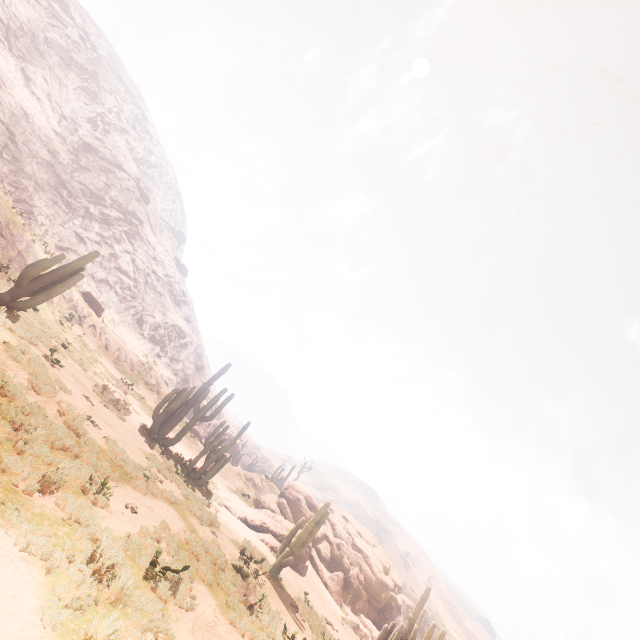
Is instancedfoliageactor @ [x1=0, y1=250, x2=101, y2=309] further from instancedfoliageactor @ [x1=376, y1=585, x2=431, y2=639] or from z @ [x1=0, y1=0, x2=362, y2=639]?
z @ [x1=0, y1=0, x2=362, y2=639]

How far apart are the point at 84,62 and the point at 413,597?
114.37m

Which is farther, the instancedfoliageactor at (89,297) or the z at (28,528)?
the instancedfoliageactor at (89,297)

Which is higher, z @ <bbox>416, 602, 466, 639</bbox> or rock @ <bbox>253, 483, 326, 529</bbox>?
z @ <bbox>416, 602, 466, 639</bbox>

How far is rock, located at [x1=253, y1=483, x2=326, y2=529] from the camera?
24.05m

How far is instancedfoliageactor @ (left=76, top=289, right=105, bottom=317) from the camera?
27.6 meters

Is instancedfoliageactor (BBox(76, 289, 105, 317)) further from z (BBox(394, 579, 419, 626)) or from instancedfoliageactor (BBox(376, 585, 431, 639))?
z (BBox(394, 579, 419, 626))

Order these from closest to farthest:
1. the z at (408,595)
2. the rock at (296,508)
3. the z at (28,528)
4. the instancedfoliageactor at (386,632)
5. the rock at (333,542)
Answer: the z at (28,528)
the instancedfoliageactor at (386,632)
the rock at (333,542)
the rock at (296,508)
the z at (408,595)
